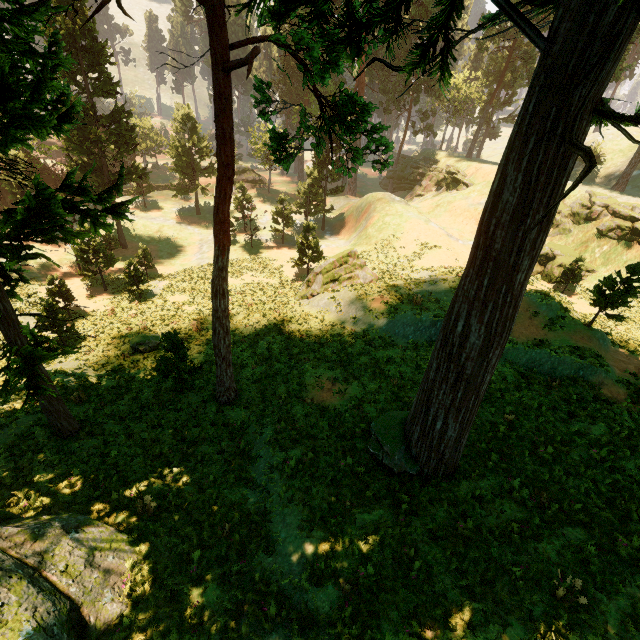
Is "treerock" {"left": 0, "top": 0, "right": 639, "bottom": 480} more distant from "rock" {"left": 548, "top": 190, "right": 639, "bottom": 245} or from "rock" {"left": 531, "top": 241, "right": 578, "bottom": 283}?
"rock" {"left": 531, "top": 241, "right": 578, "bottom": 283}

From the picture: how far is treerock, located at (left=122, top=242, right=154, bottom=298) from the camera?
25.8m

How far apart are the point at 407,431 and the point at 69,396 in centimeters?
1521cm

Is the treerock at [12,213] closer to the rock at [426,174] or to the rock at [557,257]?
the rock at [426,174]

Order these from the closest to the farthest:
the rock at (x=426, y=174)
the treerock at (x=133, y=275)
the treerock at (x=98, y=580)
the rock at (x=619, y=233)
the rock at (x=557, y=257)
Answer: the treerock at (x=98, y=580), the treerock at (x=133, y=275), the rock at (x=619, y=233), the rock at (x=557, y=257), the rock at (x=426, y=174)

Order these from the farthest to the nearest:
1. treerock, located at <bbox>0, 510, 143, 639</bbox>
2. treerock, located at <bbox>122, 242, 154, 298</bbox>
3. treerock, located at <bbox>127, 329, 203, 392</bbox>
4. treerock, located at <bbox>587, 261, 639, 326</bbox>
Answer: treerock, located at <bbox>122, 242, 154, 298</bbox>
treerock, located at <bbox>587, 261, 639, 326</bbox>
treerock, located at <bbox>127, 329, 203, 392</bbox>
treerock, located at <bbox>0, 510, 143, 639</bbox>

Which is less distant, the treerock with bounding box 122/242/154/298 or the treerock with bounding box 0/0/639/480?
the treerock with bounding box 0/0/639/480

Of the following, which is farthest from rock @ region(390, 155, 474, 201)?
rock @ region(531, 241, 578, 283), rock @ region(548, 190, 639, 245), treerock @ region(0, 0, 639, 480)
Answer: rock @ region(531, 241, 578, 283)
